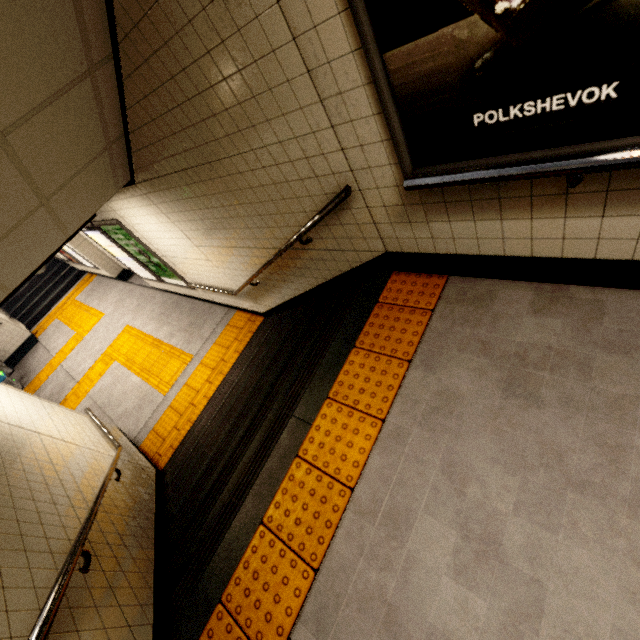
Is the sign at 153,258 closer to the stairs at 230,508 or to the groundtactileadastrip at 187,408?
the groundtactileadastrip at 187,408

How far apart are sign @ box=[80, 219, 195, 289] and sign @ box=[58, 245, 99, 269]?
4.77m

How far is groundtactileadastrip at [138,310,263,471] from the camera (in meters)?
5.25

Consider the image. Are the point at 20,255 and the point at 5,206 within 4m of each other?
yes

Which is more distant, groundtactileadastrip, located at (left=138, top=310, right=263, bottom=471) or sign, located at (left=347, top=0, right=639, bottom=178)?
groundtactileadastrip, located at (left=138, top=310, right=263, bottom=471)

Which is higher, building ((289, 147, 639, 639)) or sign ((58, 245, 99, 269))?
building ((289, 147, 639, 639))

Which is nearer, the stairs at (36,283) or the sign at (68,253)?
the sign at (68,253)

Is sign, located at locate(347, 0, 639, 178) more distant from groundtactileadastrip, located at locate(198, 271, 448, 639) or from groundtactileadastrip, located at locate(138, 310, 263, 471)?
groundtactileadastrip, located at locate(138, 310, 263, 471)
